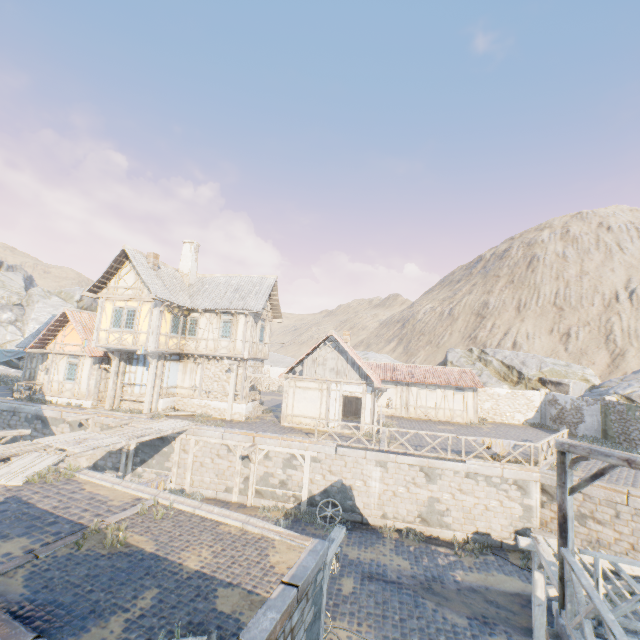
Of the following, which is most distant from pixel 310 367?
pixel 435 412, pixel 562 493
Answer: pixel 562 493

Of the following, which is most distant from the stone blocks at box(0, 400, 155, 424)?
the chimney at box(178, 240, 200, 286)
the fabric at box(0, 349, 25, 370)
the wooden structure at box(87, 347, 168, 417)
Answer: the chimney at box(178, 240, 200, 286)

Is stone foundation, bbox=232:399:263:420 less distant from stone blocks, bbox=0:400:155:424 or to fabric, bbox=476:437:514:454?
stone blocks, bbox=0:400:155:424

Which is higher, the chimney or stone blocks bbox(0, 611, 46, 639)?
the chimney

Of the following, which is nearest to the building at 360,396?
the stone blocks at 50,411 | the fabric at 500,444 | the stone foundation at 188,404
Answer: the stone blocks at 50,411

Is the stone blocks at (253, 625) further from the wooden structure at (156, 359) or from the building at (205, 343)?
the building at (205, 343)

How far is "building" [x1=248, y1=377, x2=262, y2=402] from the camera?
21.98m
